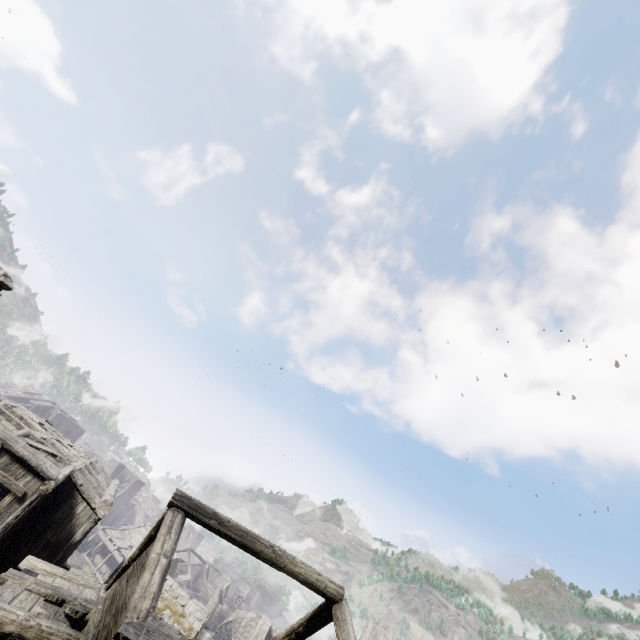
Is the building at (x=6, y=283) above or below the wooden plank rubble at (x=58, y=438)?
above

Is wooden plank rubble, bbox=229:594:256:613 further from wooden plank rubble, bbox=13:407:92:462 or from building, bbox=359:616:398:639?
wooden plank rubble, bbox=13:407:92:462

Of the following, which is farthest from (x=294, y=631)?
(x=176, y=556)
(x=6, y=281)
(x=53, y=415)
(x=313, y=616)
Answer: (x=53, y=415)

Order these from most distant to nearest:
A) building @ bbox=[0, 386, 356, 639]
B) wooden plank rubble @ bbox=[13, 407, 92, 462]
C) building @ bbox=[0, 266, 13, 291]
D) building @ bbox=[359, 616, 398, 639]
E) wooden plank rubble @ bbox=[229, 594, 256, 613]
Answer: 1. wooden plank rubble @ bbox=[229, 594, 256, 613]
2. building @ bbox=[359, 616, 398, 639]
3. wooden plank rubble @ bbox=[13, 407, 92, 462]
4. building @ bbox=[0, 266, 13, 291]
5. building @ bbox=[0, 386, 356, 639]

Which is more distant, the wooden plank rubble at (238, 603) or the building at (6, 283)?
the wooden plank rubble at (238, 603)
